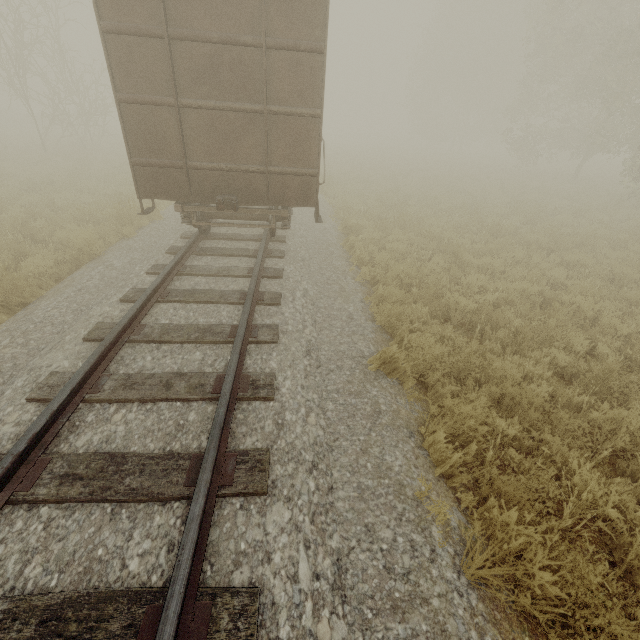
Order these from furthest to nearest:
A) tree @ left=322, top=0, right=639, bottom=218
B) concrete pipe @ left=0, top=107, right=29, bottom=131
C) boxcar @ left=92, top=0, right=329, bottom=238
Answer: concrete pipe @ left=0, top=107, right=29, bottom=131
tree @ left=322, top=0, right=639, bottom=218
boxcar @ left=92, top=0, right=329, bottom=238

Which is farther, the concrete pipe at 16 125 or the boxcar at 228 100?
the concrete pipe at 16 125

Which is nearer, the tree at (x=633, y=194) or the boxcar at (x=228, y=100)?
the boxcar at (x=228, y=100)

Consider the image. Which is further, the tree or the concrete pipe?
the concrete pipe

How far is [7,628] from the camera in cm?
184

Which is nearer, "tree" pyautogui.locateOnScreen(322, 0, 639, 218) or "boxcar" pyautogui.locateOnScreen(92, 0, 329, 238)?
"boxcar" pyautogui.locateOnScreen(92, 0, 329, 238)

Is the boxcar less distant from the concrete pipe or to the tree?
the tree

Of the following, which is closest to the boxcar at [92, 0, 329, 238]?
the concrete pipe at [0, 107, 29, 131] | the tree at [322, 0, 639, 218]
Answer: the tree at [322, 0, 639, 218]
